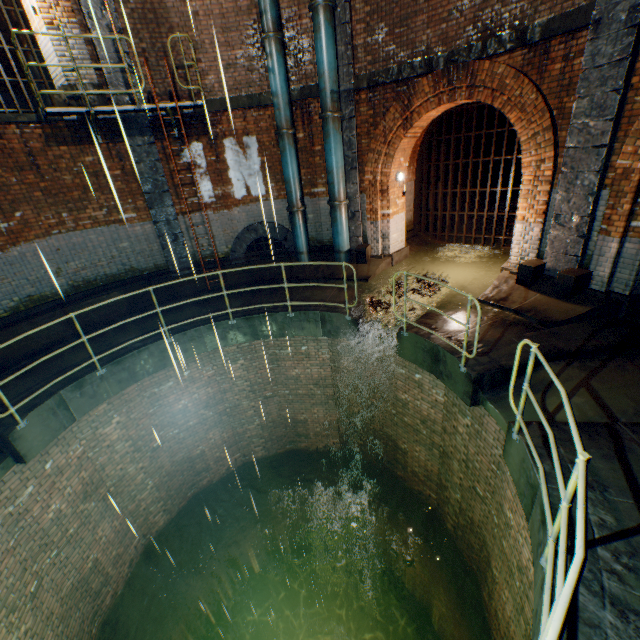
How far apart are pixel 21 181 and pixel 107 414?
5.8m

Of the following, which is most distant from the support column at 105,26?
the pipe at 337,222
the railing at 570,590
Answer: the pipe at 337,222

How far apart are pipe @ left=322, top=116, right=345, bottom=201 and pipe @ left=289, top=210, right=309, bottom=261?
0.8 meters

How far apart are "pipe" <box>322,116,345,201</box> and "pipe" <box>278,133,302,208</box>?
0.8m

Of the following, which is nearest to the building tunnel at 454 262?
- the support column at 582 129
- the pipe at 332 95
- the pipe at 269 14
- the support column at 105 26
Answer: the support column at 582 129

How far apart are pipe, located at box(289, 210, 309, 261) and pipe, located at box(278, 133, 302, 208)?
0.1 meters

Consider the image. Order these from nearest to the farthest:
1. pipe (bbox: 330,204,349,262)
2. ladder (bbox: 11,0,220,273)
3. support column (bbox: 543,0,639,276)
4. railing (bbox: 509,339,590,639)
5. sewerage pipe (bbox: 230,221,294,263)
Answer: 1. railing (bbox: 509,339,590,639)
2. support column (bbox: 543,0,639,276)
3. ladder (bbox: 11,0,220,273)
4. pipe (bbox: 330,204,349,262)
5. sewerage pipe (bbox: 230,221,294,263)

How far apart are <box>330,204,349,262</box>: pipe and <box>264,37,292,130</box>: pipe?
2.20m
